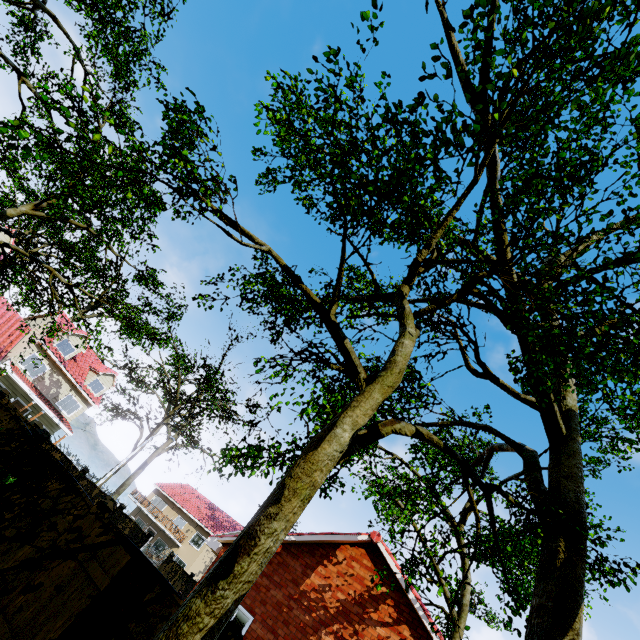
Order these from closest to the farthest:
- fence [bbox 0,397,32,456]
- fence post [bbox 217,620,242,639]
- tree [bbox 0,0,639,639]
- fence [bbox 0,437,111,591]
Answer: fence post [bbox 217,620,242,639] < tree [bbox 0,0,639,639] < fence [bbox 0,437,111,591] < fence [bbox 0,397,32,456]

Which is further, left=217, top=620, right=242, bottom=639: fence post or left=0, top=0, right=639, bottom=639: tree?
left=0, top=0, right=639, bottom=639: tree

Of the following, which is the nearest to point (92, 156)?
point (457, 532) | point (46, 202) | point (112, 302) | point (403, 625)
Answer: point (46, 202)

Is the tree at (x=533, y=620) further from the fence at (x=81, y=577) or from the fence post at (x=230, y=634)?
the fence post at (x=230, y=634)

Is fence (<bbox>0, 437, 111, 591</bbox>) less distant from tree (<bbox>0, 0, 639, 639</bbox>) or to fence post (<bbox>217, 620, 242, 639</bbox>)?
tree (<bbox>0, 0, 639, 639</bbox>)
